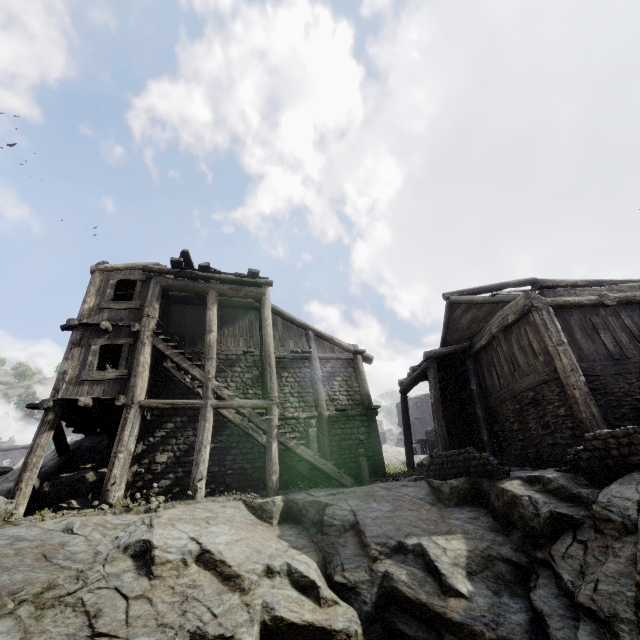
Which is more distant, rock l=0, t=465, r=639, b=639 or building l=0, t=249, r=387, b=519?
building l=0, t=249, r=387, b=519

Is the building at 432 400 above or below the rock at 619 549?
above

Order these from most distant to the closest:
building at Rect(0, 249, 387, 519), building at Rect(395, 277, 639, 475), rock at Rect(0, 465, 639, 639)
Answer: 1. building at Rect(0, 249, 387, 519)
2. building at Rect(395, 277, 639, 475)
3. rock at Rect(0, 465, 639, 639)

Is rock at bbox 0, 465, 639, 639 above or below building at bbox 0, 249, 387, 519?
below

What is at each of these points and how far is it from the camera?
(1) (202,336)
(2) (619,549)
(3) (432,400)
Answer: (1) building, 14.8 meters
(2) rock, 5.1 meters
(3) building, 14.2 meters

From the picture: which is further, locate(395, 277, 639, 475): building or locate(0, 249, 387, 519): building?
locate(0, 249, 387, 519): building

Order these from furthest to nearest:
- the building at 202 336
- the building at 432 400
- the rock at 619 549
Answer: the building at 202 336 < the building at 432 400 < the rock at 619 549
